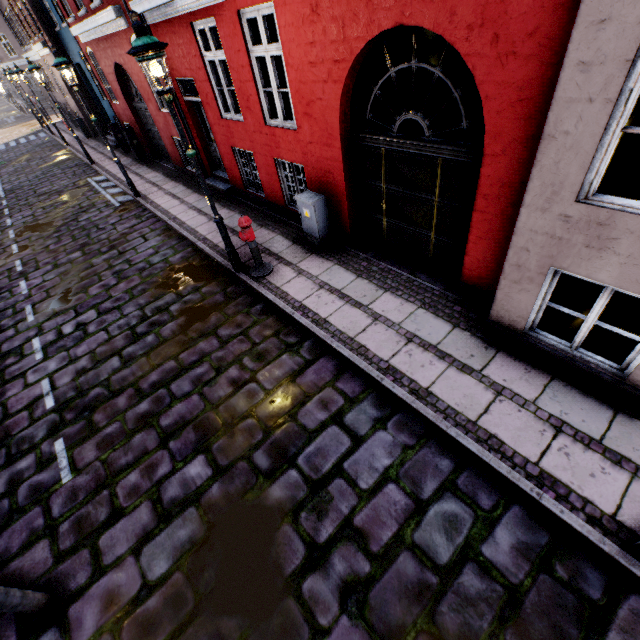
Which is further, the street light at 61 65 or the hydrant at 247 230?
the street light at 61 65

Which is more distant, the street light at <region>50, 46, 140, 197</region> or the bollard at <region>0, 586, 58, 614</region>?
the street light at <region>50, 46, 140, 197</region>

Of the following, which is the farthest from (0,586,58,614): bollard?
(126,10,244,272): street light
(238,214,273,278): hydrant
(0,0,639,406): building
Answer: (0,0,639,406): building

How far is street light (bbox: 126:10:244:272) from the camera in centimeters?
409cm

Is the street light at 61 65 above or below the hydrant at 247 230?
above

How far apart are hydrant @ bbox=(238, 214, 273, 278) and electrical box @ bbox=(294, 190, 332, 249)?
1.0m

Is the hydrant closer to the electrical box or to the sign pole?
the electrical box

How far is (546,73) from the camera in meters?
3.0
